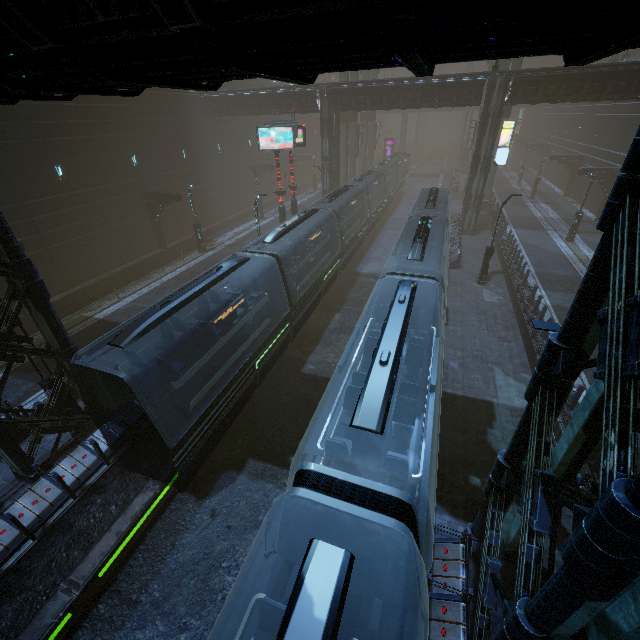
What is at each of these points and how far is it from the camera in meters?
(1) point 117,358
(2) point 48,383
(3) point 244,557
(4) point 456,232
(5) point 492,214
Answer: (1) building, 15.0 m
(2) street light, 10.7 m
(3) train rail, 9.4 m
(4) building, 28.6 m
(5) building, 31.9 m

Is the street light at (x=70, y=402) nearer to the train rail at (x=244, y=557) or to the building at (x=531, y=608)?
the building at (x=531, y=608)

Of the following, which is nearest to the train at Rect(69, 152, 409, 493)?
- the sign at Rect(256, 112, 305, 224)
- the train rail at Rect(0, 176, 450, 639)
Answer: the train rail at Rect(0, 176, 450, 639)

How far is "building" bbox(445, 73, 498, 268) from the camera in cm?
2369

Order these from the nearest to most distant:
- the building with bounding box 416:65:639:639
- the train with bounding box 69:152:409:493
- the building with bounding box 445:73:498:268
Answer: the building with bounding box 416:65:639:639 < the train with bounding box 69:152:409:493 < the building with bounding box 445:73:498:268

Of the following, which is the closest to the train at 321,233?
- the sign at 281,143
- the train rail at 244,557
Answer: the train rail at 244,557

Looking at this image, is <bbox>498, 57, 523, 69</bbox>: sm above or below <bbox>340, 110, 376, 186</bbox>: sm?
above

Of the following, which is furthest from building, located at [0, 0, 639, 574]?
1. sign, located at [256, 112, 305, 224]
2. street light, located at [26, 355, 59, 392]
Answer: sign, located at [256, 112, 305, 224]
